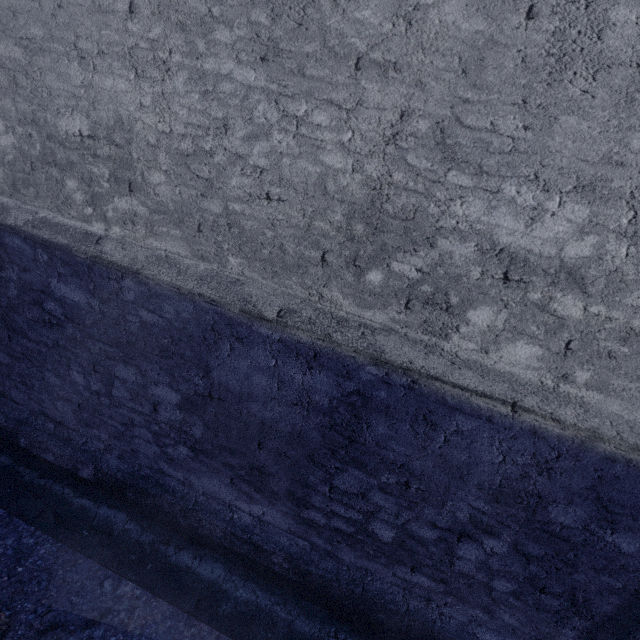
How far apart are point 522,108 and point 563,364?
1.50m
